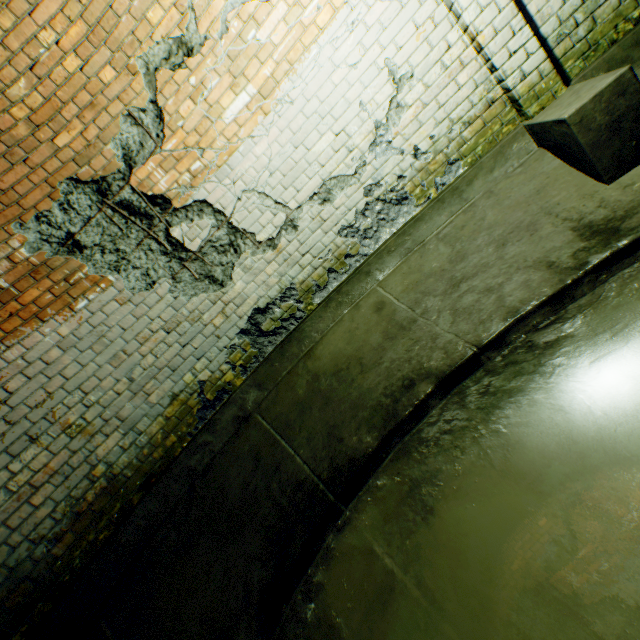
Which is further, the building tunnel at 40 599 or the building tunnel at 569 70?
the building tunnel at 569 70

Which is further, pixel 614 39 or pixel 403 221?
pixel 403 221

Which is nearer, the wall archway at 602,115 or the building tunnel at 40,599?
the building tunnel at 40,599

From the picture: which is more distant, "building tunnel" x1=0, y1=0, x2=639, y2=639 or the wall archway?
the wall archway

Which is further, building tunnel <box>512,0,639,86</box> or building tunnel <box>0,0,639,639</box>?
building tunnel <box>512,0,639,86</box>
